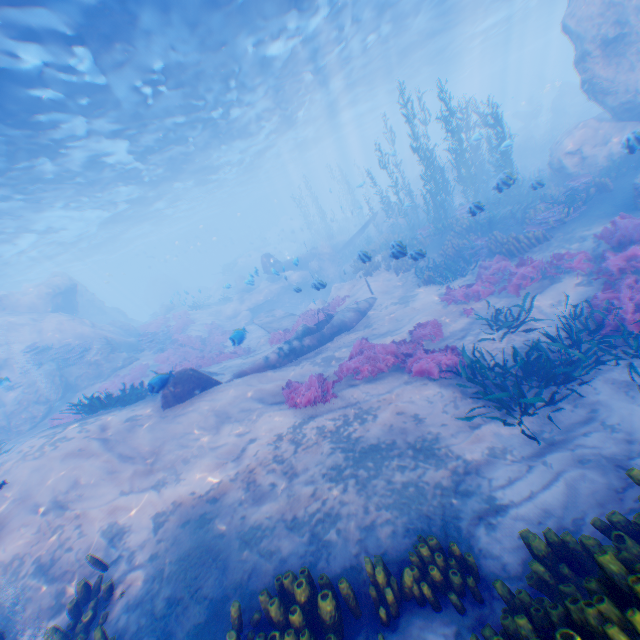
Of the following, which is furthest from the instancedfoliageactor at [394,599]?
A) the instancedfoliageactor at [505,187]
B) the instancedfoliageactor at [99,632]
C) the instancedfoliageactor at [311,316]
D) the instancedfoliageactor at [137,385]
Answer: the instancedfoliageactor at [137,385]

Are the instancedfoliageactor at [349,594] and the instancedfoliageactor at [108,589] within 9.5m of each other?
yes

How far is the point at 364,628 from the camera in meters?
4.0

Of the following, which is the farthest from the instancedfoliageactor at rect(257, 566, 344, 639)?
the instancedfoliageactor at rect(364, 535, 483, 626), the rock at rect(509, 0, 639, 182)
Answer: the rock at rect(509, 0, 639, 182)

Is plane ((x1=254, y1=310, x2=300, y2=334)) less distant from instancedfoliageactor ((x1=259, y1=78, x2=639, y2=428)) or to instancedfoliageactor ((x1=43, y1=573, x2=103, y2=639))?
instancedfoliageactor ((x1=259, y1=78, x2=639, y2=428))

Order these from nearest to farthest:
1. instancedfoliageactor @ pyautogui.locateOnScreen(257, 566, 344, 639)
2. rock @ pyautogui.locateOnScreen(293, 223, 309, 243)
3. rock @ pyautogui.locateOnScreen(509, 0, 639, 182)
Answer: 1. instancedfoliageactor @ pyautogui.locateOnScreen(257, 566, 344, 639)
2. rock @ pyautogui.locateOnScreen(509, 0, 639, 182)
3. rock @ pyautogui.locateOnScreen(293, 223, 309, 243)

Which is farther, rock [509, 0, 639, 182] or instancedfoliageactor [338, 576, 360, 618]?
rock [509, 0, 639, 182]

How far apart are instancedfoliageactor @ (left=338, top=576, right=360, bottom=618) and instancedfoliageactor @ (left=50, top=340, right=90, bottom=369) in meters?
18.4
